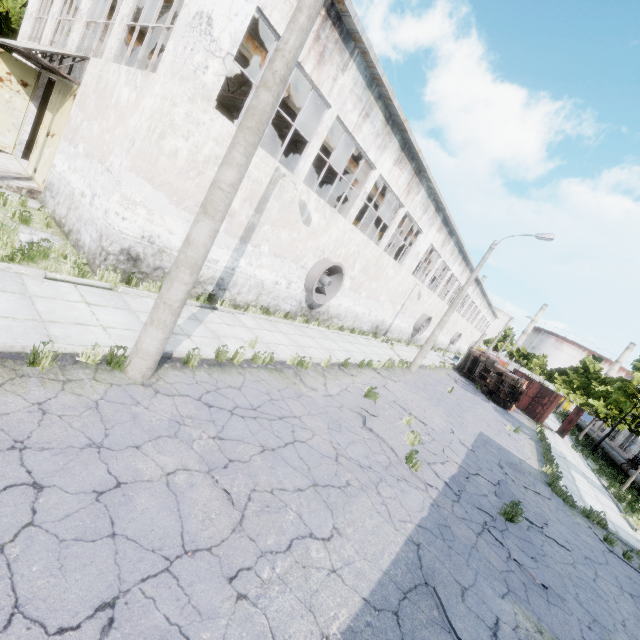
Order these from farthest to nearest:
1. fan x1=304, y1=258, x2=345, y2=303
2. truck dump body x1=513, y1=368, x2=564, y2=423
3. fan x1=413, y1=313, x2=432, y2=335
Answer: fan x1=413, y1=313, x2=432, y2=335
truck dump body x1=513, y1=368, x2=564, y2=423
fan x1=304, y1=258, x2=345, y2=303

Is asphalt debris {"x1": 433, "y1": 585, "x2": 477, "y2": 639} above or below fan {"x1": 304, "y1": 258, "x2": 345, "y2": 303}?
below

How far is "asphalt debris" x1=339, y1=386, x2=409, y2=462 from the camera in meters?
8.7 m

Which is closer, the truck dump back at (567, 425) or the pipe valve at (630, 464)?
the pipe valve at (630, 464)

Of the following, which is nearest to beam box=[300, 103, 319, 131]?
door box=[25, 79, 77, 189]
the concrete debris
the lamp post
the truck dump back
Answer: door box=[25, 79, 77, 189]

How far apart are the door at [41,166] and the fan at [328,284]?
10.0m

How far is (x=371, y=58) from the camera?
10.7 meters

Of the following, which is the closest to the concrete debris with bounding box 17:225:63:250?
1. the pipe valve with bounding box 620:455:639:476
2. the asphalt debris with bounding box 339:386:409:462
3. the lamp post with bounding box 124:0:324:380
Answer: the lamp post with bounding box 124:0:324:380
